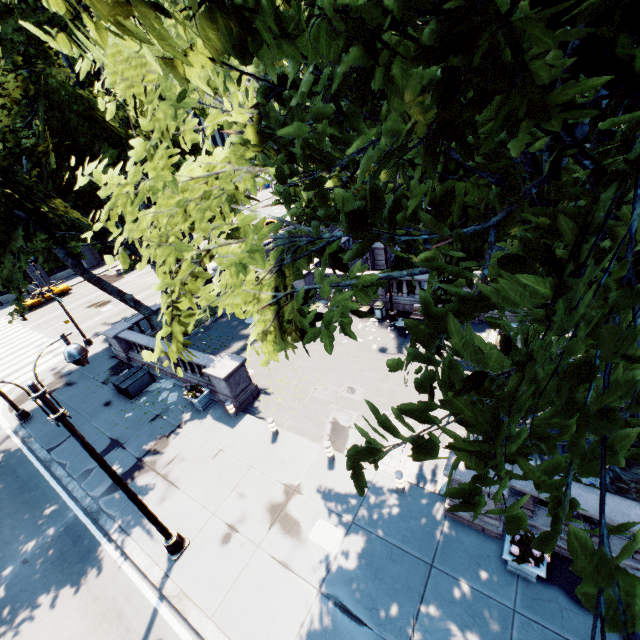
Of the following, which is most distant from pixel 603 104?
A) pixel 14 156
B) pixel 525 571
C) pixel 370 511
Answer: pixel 14 156

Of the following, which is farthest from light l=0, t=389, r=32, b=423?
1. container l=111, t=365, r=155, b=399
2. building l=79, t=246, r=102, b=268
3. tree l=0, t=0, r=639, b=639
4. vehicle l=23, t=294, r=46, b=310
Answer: building l=79, t=246, r=102, b=268

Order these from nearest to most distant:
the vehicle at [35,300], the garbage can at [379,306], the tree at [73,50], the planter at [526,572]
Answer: the tree at [73,50], the planter at [526,572], the garbage can at [379,306], the vehicle at [35,300]

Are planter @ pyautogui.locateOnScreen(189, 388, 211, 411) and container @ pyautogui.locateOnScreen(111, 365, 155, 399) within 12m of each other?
yes

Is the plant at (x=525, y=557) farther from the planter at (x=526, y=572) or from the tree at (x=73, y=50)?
the tree at (x=73, y=50)

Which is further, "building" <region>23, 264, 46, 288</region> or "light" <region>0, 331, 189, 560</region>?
"building" <region>23, 264, 46, 288</region>

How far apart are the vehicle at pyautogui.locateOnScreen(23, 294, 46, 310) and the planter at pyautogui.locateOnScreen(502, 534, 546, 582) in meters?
44.6

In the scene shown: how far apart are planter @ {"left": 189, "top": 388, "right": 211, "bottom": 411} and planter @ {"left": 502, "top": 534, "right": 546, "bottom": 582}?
12.2 meters
